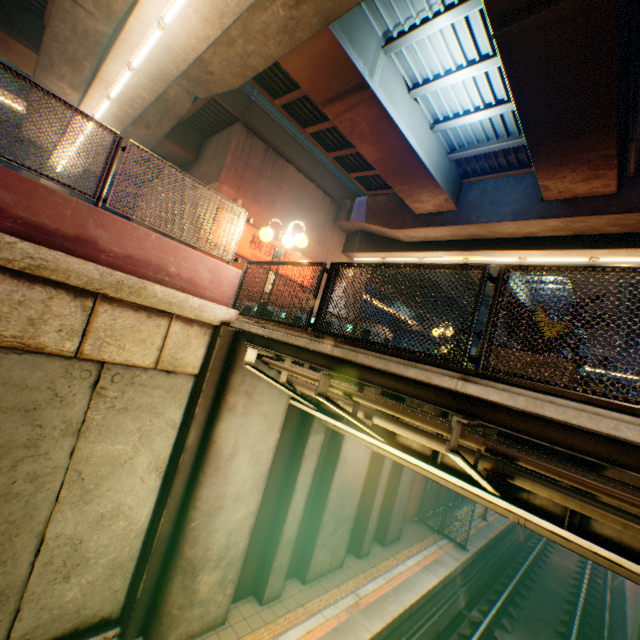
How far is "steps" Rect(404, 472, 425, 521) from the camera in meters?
13.6

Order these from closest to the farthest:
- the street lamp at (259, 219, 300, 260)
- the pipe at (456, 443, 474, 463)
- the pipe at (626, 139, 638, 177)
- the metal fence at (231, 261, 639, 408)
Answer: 1. the metal fence at (231, 261, 639, 408)
2. the pipe at (456, 443, 474, 463)
3. the street lamp at (259, 219, 300, 260)
4. the pipe at (626, 139, 638, 177)

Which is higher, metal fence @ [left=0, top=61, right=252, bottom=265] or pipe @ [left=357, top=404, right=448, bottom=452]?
metal fence @ [left=0, top=61, right=252, bottom=265]

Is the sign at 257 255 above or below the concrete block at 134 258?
above

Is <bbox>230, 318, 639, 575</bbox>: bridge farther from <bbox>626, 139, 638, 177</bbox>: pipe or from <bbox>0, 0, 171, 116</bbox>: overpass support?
<bbox>626, 139, 638, 177</bbox>: pipe

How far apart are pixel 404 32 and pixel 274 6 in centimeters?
418cm

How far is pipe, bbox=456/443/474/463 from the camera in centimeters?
417cm

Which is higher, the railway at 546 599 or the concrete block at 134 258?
the concrete block at 134 258
